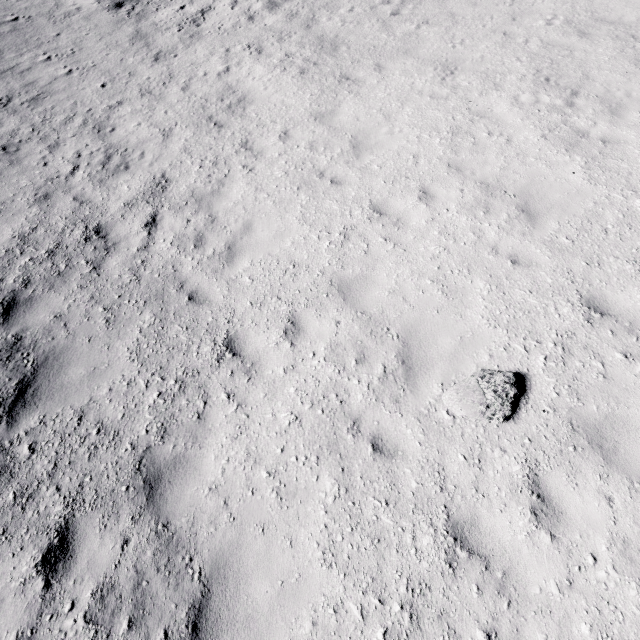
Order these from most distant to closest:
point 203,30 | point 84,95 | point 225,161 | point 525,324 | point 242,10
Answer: point 242,10 → point 203,30 → point 84,95 → point 225,161 → point 525,324

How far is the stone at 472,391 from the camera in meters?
4.5 m

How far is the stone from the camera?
4.5m
